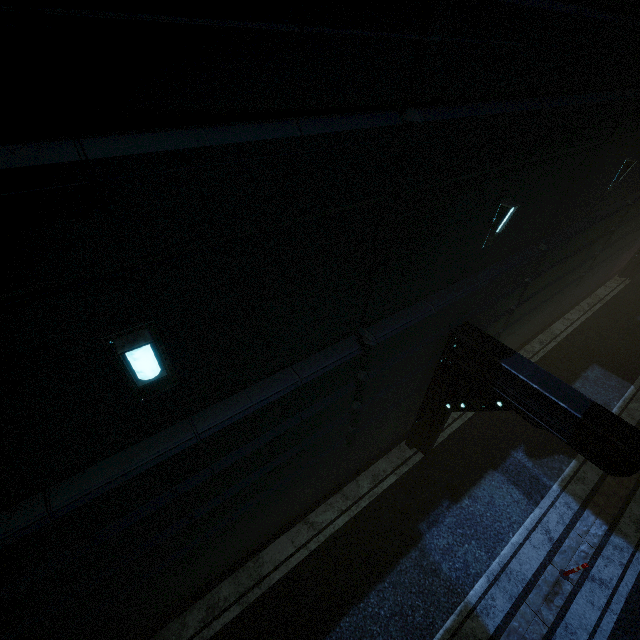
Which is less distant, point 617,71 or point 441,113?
point 441,113
